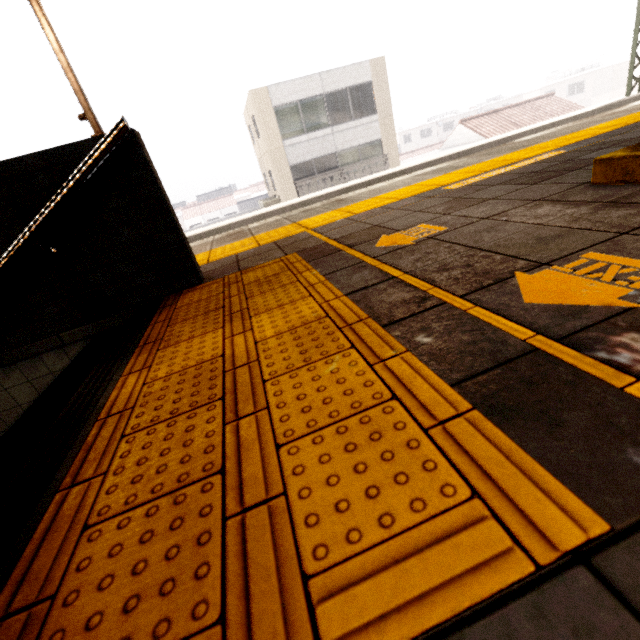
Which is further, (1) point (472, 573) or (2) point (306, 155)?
(2) point (306, 155)

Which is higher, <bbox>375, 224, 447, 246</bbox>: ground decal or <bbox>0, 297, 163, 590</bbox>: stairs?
<bbox>375, 224, 447, 246</bbox>: ground decal

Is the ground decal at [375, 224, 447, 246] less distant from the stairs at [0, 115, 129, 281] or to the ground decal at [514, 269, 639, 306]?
the ground decal at [514, 269, 639, 306]

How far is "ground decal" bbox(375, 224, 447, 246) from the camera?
1.9m

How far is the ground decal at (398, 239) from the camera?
1.9m

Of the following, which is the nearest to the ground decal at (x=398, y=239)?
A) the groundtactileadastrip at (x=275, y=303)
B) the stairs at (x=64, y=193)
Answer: the groundtactileadastrip at (x=275, y=303)

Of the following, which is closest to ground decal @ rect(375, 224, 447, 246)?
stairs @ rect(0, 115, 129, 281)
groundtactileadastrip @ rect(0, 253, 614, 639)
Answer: groundtactileadastrip @ rect(0, 253, 614, 639)

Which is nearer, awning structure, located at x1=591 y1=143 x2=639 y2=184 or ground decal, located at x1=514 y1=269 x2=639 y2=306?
ground decal, located at x1=514 y1=269 x2=639 y2=306
